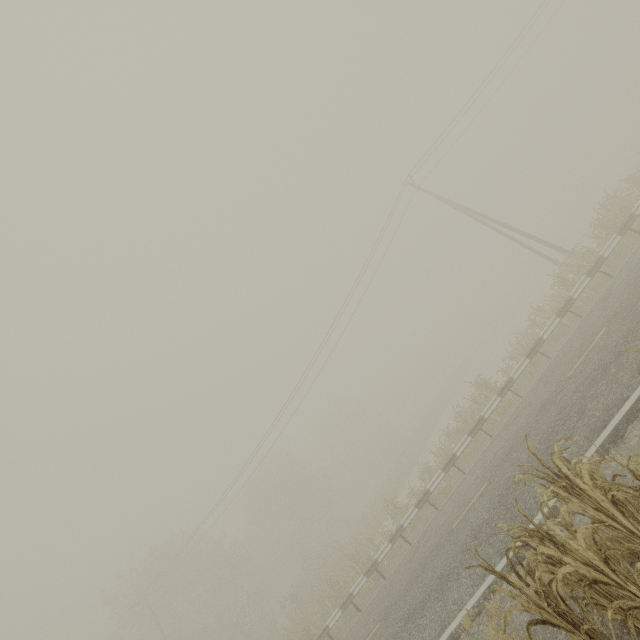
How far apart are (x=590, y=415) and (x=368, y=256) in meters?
16.5

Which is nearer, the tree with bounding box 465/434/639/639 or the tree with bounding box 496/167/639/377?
the tree with bounding box 465/434/639/639

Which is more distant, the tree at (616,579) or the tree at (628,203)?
the tree at (628,203)
